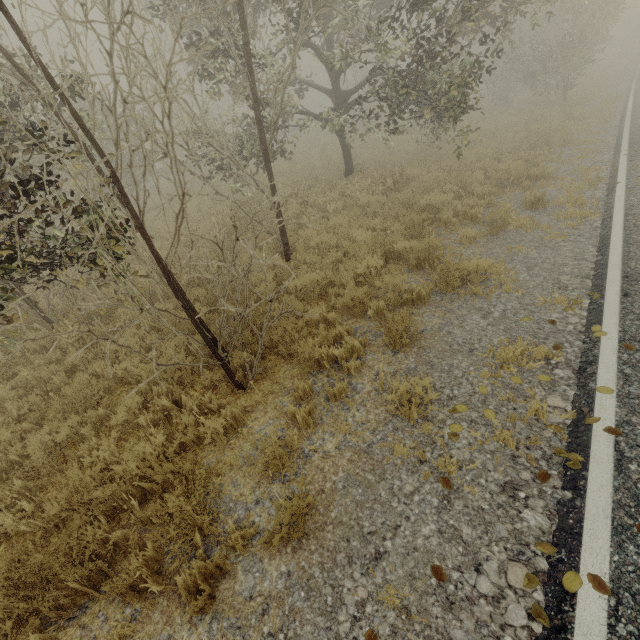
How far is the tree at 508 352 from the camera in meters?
4.2

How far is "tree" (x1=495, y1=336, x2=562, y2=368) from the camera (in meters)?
4.22

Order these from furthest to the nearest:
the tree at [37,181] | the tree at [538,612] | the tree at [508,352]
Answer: the tree at [508,352], the tree at [37,181], the tree at [538,612]

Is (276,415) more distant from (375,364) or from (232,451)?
(375,364)

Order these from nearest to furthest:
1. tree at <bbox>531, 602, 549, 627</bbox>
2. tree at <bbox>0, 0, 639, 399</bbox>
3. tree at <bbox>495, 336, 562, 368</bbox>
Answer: tree at <bbox>531, 602, 549, 627</bbox> → tree at <bbox>0, 0, 639, 399</bbox> → tree at <bbox>495, 336, 562, 368</bbox>

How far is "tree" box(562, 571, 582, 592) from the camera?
2.4 meters

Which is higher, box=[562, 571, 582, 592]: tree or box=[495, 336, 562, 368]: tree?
box=[495, 336, 562, 368]: tree
